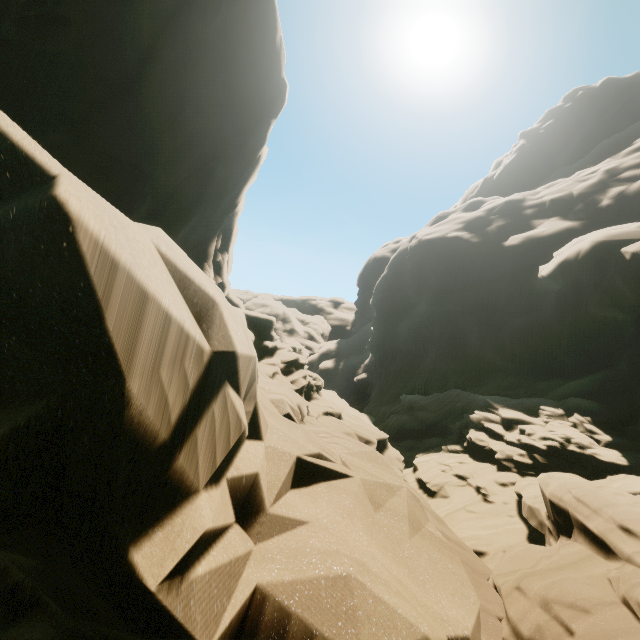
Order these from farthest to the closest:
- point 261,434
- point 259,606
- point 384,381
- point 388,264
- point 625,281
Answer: point 388,264 → point 384,381 → point 625,281 → point 261,434 → point 259,606
